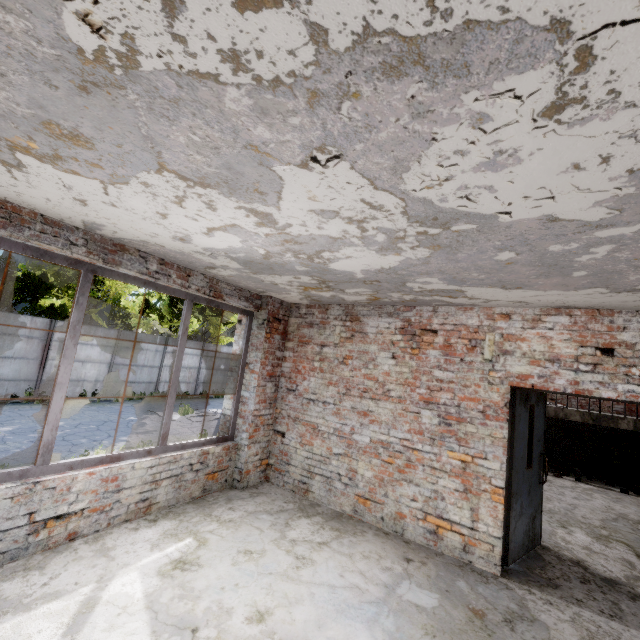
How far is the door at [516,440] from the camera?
4.1 meters

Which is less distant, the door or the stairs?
the door

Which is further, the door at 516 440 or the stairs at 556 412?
the stairs at 556 412

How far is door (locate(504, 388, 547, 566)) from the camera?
4.1 meters

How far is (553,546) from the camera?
4.6m
